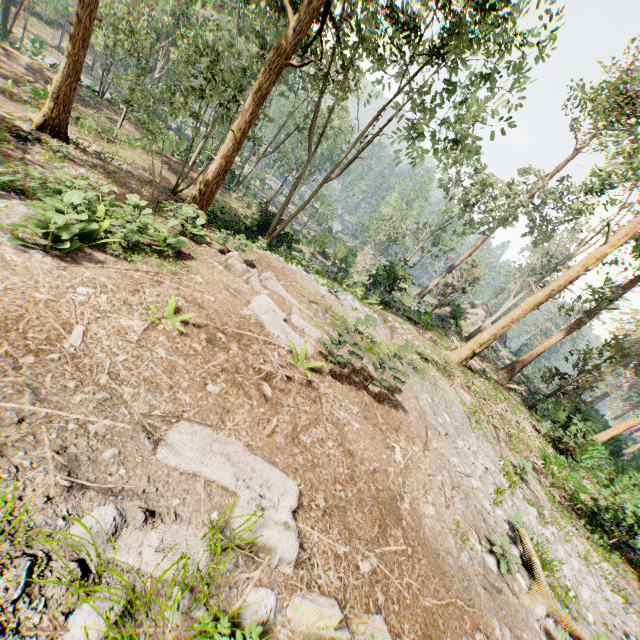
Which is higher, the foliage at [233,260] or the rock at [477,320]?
the rock at [477,320]

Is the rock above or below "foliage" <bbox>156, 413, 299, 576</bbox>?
above

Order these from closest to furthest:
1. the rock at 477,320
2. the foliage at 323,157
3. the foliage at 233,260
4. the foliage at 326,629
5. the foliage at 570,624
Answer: the foliage at 326,629
the foliage at 570,624
the foliage at 233,260
the foliage at 323,157
the rock at 477,320

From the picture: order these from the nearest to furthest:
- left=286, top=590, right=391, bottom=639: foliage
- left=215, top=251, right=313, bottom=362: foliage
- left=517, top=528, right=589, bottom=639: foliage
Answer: left=286, top=590, right=391, bottom=639: foliage → left=517, top=528, right=589, bottom=639: foliage → left=215, top=251, right=313, bottom=362: foliage

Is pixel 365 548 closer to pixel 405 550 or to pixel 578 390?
pixel 405 550

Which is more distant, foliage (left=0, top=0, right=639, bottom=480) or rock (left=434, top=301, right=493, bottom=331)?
rock (left=434, top=301, right=493, bottom=331)

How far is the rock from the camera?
31.0 meters
